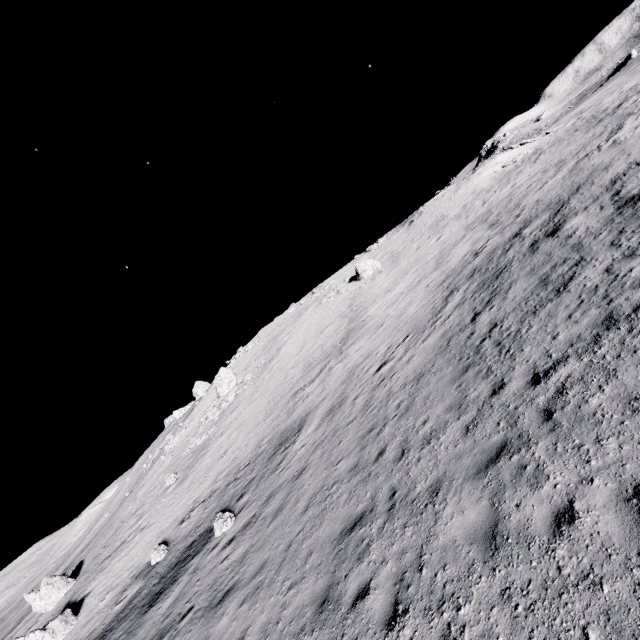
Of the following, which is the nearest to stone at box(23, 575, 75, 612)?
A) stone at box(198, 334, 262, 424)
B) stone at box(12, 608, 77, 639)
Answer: stone at box(12, 608, 77, 639)

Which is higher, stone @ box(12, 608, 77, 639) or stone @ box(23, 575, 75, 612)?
Answer: stone @ box(23, 575, 75, 612)

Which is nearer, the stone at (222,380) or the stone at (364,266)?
the stone at (222,380)

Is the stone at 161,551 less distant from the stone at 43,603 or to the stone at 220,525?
the stone at 220,525

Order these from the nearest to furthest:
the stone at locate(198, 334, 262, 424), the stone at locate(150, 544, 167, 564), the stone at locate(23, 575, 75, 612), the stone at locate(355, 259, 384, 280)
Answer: the stone at locate(150, 544, 167, 564)
the stone at locate(23, 575, 75, 612)
the stone at locate(198, 334, 262, 424)
the stone at locate(355, 259, 384, 280)

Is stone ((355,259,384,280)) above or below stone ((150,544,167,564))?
above

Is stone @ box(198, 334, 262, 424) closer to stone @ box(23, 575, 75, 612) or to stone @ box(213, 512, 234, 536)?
stone @ box(23, 575, 75, 612)

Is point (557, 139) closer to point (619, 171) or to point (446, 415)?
point (619, 171)
